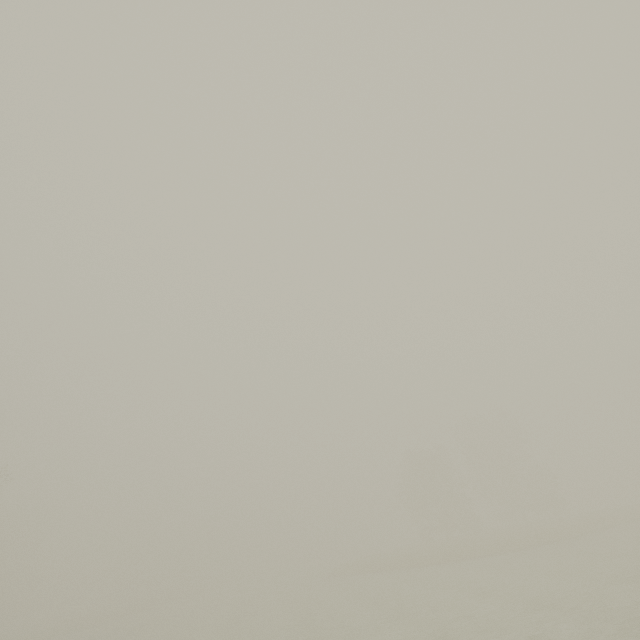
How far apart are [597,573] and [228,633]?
24.9 meters
